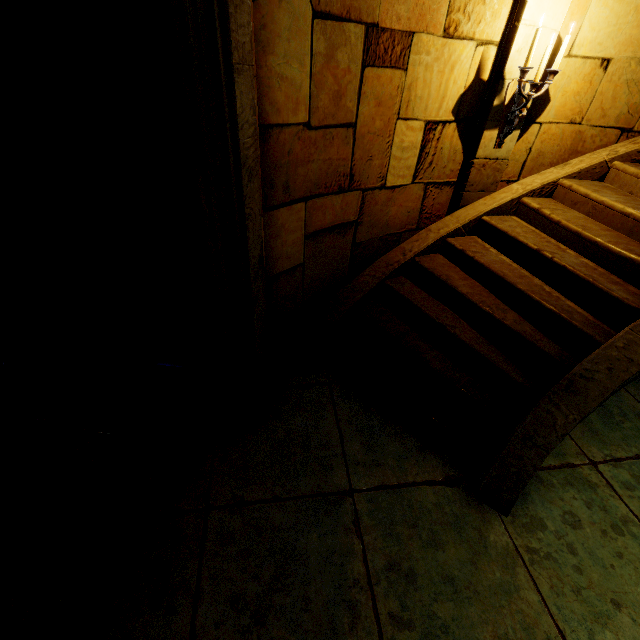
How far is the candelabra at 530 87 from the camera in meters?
3.0

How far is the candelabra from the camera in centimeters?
296cm

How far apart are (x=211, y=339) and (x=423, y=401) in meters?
2.0
